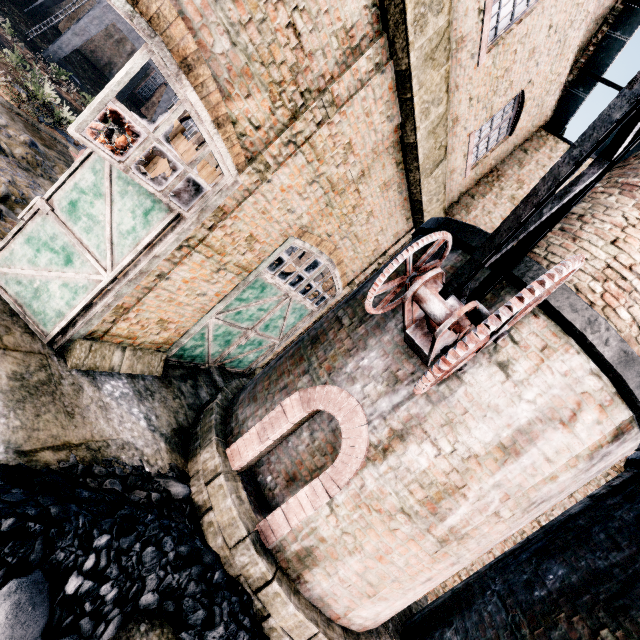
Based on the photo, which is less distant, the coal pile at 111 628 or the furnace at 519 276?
the coal pile at 111 628

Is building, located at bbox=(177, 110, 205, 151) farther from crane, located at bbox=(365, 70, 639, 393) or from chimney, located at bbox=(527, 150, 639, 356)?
crane, located at bbox=(365, 70, 639, 393)

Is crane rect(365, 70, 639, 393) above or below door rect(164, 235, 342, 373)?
above

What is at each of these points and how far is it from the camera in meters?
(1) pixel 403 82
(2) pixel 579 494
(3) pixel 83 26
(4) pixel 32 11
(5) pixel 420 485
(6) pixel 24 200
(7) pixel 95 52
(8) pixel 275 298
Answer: (1) building, 5.9
(2) building, 10.3
(3) crane, 26.2
(4) crane, 29.9
(5) furnace, 5.4
(6) stone debris, 8.1
(7) building, 37.9
(8) door, 9.4

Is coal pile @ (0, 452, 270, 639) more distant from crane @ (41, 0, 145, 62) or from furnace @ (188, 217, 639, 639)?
crane @ (41, 0, 145, 62)

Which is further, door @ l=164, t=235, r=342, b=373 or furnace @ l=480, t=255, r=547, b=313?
door @ l=164, t=235, r=342, b=373

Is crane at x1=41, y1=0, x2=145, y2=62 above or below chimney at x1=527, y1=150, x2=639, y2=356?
below

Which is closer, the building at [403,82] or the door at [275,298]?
the building at [403,82]
